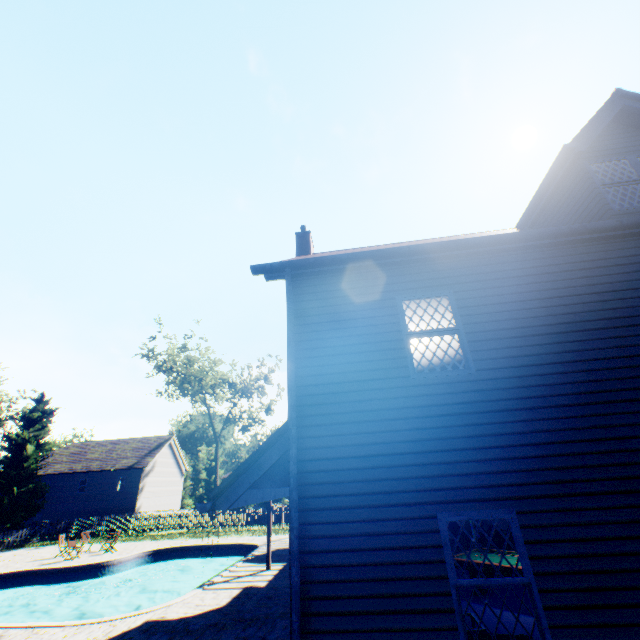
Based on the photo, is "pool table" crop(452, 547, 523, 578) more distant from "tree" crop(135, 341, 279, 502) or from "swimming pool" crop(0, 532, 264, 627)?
"tree" crop(135, 341, 279, 502)

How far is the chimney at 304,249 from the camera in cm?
1257

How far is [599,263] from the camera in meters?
5.8 m

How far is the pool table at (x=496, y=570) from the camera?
8.20m

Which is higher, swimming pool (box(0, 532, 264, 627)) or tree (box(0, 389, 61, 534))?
tree (box(0, 389, 61, 534))

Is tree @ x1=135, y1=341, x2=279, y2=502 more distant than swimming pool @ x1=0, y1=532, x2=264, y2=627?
Yes

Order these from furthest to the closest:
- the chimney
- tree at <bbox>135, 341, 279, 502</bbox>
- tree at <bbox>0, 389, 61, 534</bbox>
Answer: tree at <bbox>135, 341, 279, 502</bbox> → tree at <bbox>0, 389, 61, 534</bbox> → the chimney

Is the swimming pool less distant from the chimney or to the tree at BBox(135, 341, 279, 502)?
the chimney
